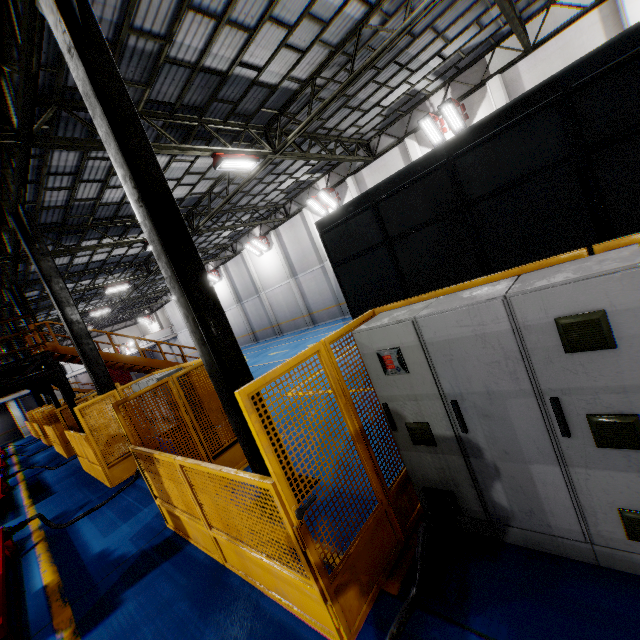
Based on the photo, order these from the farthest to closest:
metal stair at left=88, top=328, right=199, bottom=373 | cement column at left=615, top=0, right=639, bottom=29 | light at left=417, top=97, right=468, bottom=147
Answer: light at left=417, top=97, right=468, bottom=147, metal stair at left=88, top=328, right=199, bottom=373, cement column at left=615, top=0, right=639, bottom=29

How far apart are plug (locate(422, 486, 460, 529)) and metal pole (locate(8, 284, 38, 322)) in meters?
17.6 m

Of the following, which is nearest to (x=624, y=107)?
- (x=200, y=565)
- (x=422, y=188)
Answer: (x=422, y=188)

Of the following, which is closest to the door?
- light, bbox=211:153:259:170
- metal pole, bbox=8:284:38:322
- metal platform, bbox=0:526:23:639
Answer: metal pole, bbox=8:284:38:322

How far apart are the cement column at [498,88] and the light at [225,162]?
10.30m

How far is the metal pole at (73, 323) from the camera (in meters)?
9.30

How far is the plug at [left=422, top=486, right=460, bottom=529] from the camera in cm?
290

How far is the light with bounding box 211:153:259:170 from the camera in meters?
10.4 m
